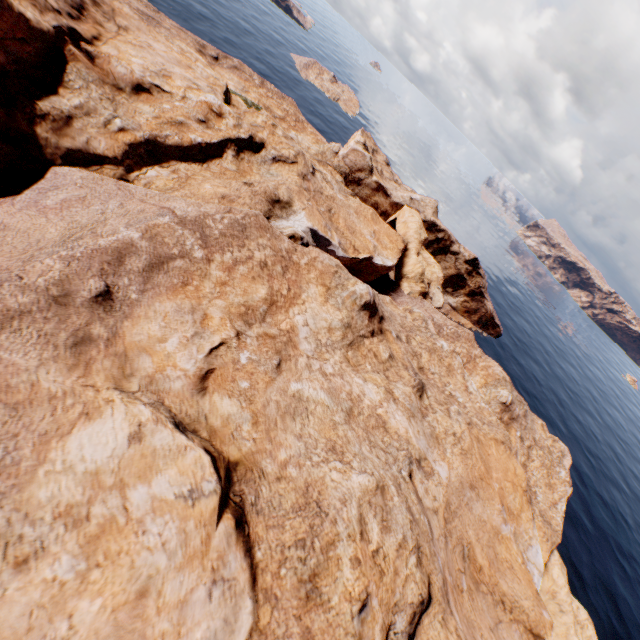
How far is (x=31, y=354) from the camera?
12.4m
